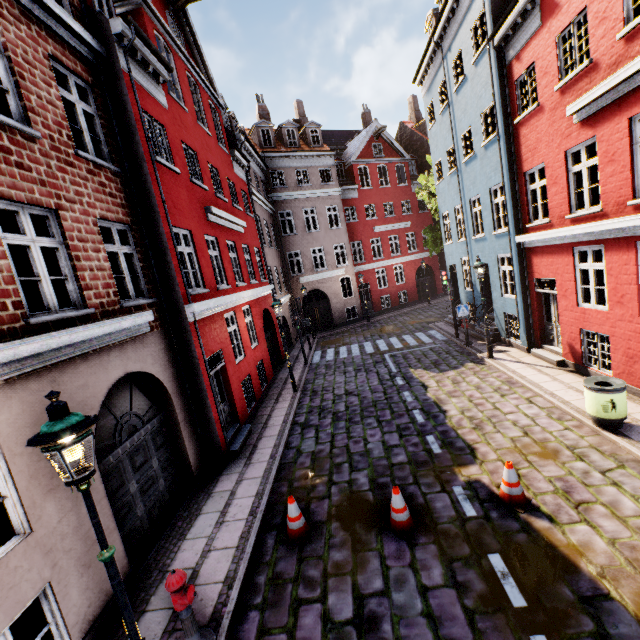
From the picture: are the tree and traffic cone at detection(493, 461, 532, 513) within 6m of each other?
no

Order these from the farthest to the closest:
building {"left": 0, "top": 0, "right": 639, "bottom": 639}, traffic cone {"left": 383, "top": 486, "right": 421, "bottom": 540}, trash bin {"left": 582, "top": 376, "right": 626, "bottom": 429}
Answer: trash bin {"left": 582, "top": 376, "right": 626, "bottom": 429} < traffic cone {"left": 383, "top": 486, "right": 421, "bottom": 540} < building {"left": 0, "top": 0, "right": 639, "bottom": 639}

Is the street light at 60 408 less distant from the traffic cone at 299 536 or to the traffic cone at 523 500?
the traffic cone at 299 536

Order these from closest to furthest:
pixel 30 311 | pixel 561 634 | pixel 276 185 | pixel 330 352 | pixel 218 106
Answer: pixel 561 634
pixel 30 311
pixel 218 106
pixel 330 352
pixel 276 185

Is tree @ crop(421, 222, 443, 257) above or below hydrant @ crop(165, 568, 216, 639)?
above

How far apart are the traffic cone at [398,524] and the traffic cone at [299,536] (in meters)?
1.28

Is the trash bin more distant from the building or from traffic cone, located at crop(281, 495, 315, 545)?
traffic cone, located at crop(281, 495, 315, 545)

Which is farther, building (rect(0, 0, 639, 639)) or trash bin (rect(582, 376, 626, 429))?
trash bin (rect(582, 376, 626, 429))
